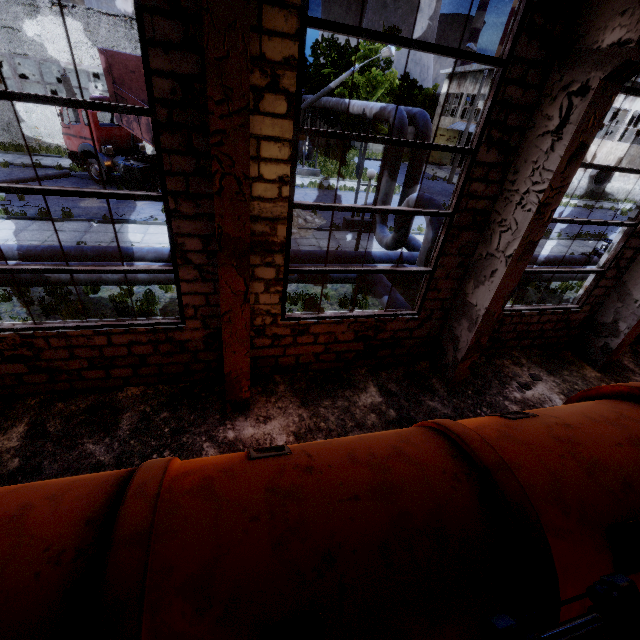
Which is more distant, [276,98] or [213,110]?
[276,98]

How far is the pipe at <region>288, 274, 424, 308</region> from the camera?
8.27m

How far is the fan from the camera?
32.1 meters

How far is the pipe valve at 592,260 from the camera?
13.02m

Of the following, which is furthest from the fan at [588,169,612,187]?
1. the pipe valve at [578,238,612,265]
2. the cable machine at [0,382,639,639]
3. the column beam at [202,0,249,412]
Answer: the column beam at [202,0,249,412]

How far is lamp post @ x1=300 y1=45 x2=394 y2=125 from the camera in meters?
17.1 m

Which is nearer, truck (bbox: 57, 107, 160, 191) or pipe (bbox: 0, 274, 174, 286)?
pipe (bbox: 0, 274, 174, 286)

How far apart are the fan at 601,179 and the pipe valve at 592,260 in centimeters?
2591cm
